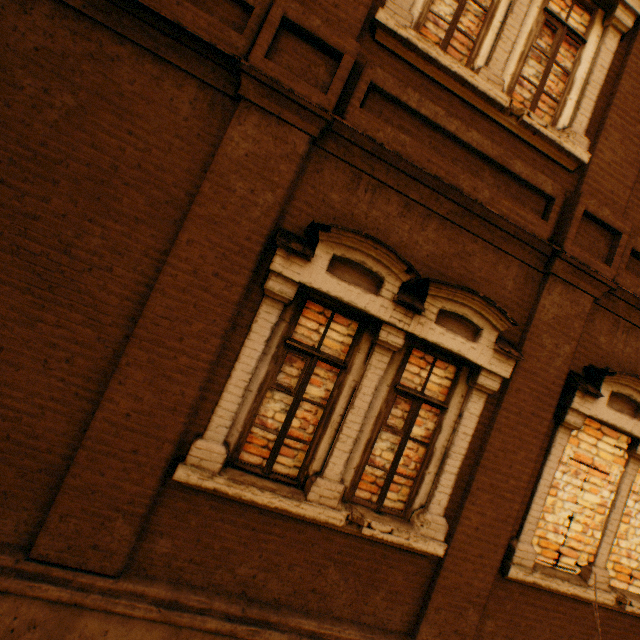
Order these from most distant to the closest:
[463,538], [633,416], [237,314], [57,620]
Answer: [633,416]
[463,538]
[237,314]
[57,620]
